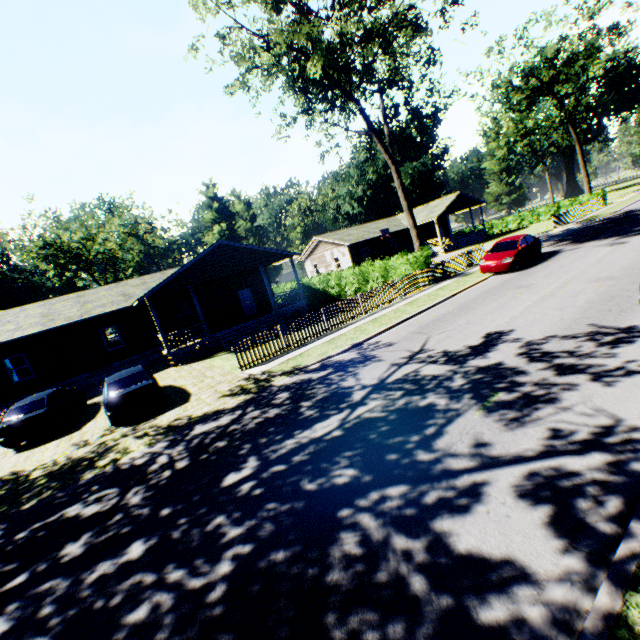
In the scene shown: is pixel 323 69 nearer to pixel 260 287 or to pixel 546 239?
pixel 260 287

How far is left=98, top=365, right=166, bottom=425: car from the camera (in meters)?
11.24

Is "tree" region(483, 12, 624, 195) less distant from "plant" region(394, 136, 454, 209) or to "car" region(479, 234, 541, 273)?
"plant" region(394, 136, 454, 209)

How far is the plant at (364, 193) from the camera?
56.0 meters

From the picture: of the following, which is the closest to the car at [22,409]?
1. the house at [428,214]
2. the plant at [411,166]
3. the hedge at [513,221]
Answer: the plant at [411,166]

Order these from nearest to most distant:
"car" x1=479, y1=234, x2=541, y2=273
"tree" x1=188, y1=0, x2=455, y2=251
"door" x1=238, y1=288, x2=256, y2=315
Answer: "tree" x1=188, y1=0, x2=455, y2=251 → "car" x1=479, y1=234, x2=541, y2=273 → "door" x1=238, y1=288, x2=256, y2=315

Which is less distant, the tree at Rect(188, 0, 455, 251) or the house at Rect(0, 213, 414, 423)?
the tree at Rect(188, 0, 455, 251)

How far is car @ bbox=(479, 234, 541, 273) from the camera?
17.1 meters
